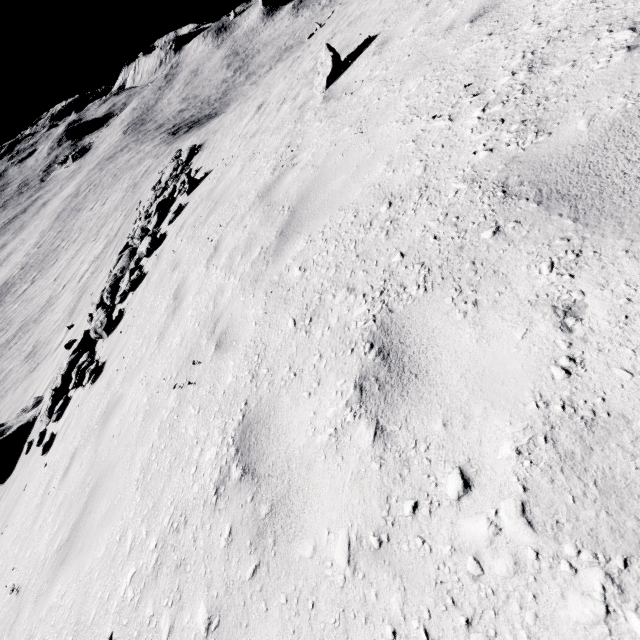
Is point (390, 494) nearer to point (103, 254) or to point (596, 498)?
point (596, 498)

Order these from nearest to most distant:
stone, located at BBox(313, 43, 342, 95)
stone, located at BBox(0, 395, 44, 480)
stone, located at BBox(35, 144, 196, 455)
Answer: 1. stone, located at BBox(313, 43, 342, 95)
2. stone, located at BBox(35, 144, 196, 455)
3. stone, located at BBox(0, 395, 44, 480)

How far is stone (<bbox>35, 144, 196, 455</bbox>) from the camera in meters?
8.4 m

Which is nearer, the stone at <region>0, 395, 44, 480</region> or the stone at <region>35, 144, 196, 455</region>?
the stone at <region>35, 144, 196, 455</region>

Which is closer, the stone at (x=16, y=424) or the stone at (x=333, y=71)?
the stone at (x=333, y=71)

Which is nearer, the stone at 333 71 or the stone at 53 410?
the stone at 333 71

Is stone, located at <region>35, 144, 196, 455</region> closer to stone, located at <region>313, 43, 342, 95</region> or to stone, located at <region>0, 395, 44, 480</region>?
stone, located at <region>0, 395, 44, 480</region>

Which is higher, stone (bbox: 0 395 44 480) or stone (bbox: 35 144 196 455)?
stone (bbox: 35 144 196 455)
